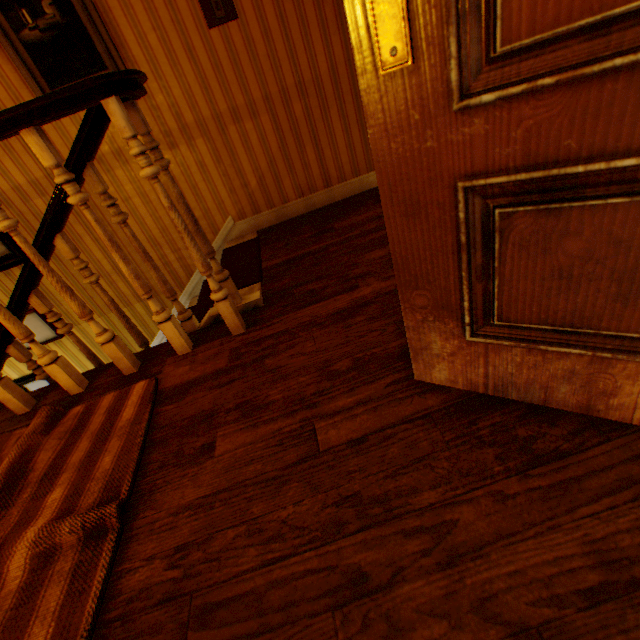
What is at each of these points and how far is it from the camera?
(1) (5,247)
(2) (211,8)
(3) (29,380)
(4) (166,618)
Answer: (1) picture frame, 3.13m
(2) light switch, 2.54m
(3) picture frame, 3.88m
(4) building, 0.85m

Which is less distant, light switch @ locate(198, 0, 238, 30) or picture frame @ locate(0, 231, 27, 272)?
light switch @ locate(198, 0, 238, 30)

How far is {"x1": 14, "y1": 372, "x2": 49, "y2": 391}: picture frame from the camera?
3.9m

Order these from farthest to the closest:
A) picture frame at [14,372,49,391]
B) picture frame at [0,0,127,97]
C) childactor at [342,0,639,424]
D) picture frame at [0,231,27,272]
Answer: picture frame at [14,372,49,391] → picture frame at [0,231,27,272] → picture frame at [0,0,127,97] → childactor at [342,0,639,424]

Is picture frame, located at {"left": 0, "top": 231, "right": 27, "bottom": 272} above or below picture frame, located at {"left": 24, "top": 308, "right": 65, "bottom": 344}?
above

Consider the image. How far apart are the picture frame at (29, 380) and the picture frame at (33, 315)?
0.31m

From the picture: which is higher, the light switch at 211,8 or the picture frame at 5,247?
the light switch at 211,8

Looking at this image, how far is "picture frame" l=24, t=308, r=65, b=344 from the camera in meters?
3.5 m
